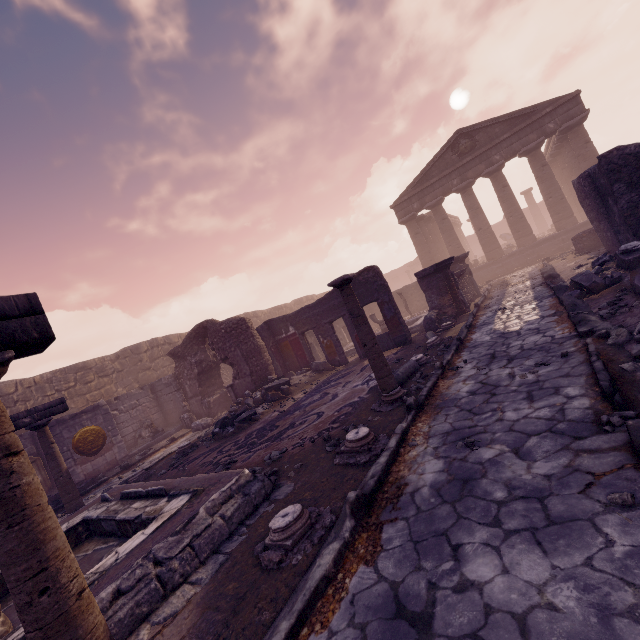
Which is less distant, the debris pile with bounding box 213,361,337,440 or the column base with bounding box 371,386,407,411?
the column base with bounding box 371,386,407,411

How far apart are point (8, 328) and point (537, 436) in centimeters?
449cm

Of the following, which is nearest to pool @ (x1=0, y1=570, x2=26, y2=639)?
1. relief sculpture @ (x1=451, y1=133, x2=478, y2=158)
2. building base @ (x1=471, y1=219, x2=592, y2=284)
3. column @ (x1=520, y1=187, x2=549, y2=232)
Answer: building base @ (x1=471, y1=219, x2=592, y2=284)

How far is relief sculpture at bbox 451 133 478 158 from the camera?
20.5 meters

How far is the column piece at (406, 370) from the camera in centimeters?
664cm

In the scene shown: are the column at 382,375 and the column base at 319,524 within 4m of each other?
yes

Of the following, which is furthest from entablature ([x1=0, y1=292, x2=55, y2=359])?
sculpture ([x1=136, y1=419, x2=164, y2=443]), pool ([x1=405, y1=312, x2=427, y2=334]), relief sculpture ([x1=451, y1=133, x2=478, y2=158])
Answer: relief sculpture ([x1=451, y1=133, x2=478, y2=158])

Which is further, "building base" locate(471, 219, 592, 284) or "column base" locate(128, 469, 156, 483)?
"building base" locate(471, 219, 592, 284)
